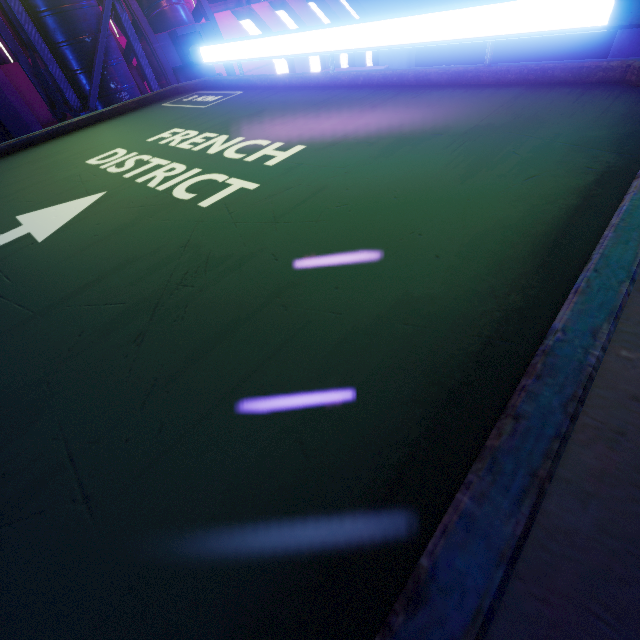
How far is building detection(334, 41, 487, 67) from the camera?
20.00m

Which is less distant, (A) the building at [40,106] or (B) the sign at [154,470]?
(B) the sign at [154,470]

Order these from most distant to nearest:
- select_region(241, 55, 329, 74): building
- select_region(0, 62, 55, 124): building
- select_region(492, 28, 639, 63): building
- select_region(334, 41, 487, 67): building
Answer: select_region(334, 41, 487, 67): building
select_region(241, 55, 329, 74): building
select_region(492, 28, 639, 63): building
select_region(0, 62, 55, 124): building

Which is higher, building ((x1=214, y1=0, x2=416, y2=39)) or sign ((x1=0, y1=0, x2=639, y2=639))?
building ((x1=214, y1=0, x2=416, y2=39))

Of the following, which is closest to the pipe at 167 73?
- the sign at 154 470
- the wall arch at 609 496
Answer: the wall arch at 609 496

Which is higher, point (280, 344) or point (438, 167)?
point (438, 167)

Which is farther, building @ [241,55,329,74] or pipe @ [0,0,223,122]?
building @ [241,55,329,74]
